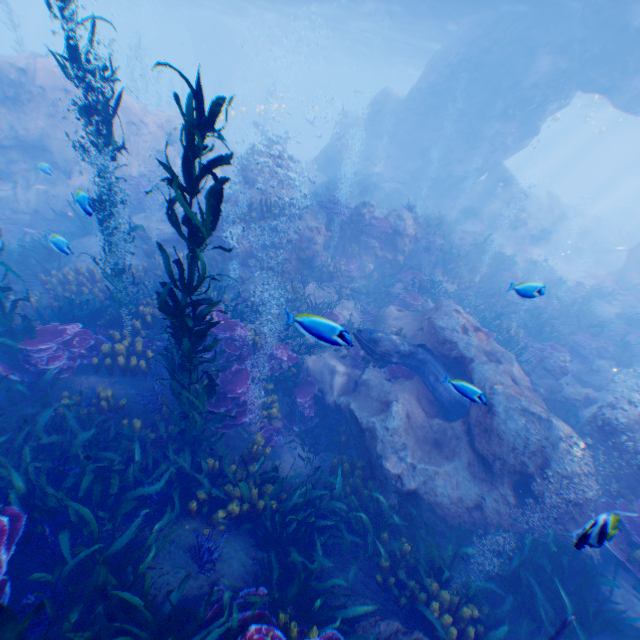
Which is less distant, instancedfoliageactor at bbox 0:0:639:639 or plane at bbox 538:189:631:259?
instancedfoliageactor at bbox 0:0:639:639

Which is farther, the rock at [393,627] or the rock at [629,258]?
the rock at [629,258]

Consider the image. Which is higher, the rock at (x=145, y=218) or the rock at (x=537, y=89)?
the rock at (x=537, y=89)

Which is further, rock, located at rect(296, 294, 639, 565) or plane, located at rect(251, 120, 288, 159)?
plane, located at rect(251, 120, 288, 159)

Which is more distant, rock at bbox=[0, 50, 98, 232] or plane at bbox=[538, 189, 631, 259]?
plane at bbox=[538, 189, 631, 259]

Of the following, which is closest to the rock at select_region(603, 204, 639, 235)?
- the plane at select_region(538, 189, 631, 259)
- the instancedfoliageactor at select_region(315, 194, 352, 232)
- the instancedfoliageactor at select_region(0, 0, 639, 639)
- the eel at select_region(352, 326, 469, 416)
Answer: the plane at select_region(538, 189, 631, 259)

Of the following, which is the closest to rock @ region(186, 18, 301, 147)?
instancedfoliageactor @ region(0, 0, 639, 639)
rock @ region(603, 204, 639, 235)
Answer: instancedfoliageactor @ region(0, 0, 639, 639)

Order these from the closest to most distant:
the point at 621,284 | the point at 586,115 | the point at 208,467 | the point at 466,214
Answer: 1. the point at 208,467
2. the point at 621,284
3. the point at 466,214
4. the point at 586,115
